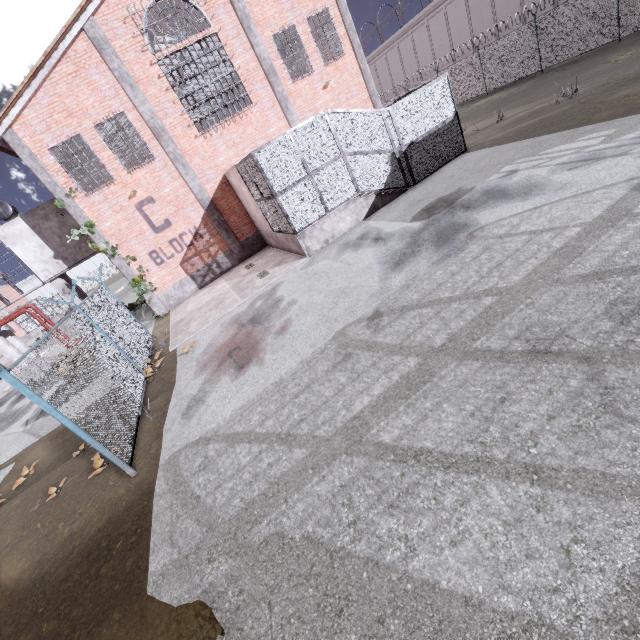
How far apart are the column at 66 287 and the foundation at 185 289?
5.44m

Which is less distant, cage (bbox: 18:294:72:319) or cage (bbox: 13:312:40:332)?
cage (bbox: 13:312:40:332)

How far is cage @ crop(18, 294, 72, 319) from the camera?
41.3m

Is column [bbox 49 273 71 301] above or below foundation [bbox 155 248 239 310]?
above

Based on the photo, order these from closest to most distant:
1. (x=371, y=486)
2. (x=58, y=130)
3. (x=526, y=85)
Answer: (x=371, y=486), (x=58, y=130), (x=526, y=85)

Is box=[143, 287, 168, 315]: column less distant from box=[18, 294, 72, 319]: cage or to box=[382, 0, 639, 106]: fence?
box=[382, 0, 639, 106]: fence

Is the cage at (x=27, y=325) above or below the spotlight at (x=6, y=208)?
below

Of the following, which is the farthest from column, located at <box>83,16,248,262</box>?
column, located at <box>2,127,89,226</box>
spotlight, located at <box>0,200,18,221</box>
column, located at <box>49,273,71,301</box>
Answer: spotlight, located at <box>0,200,18,221</box>
